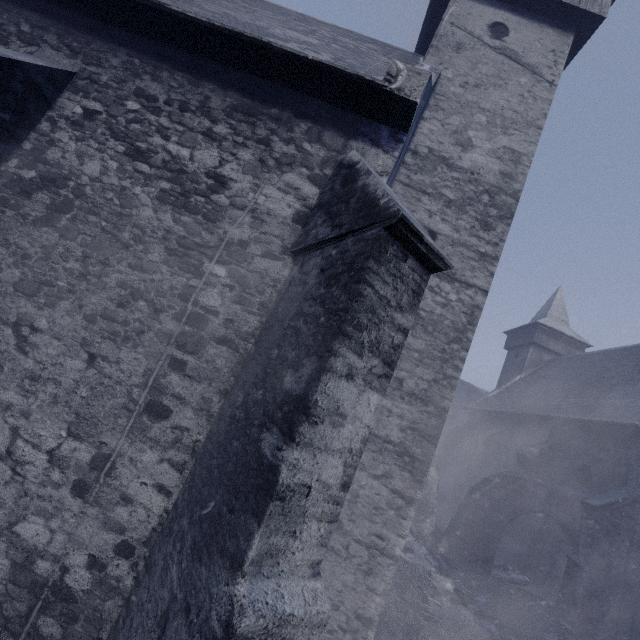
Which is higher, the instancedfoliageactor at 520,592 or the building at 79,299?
the building at 79,299

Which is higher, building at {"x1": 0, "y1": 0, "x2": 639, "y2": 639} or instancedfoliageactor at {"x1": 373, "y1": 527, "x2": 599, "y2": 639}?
building at {"x1": 0, "y1": 0, "x2": 639, "y2": 639}

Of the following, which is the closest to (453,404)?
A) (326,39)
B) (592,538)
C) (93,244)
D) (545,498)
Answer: (545,498)

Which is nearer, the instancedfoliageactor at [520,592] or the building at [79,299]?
the building at [79,299]

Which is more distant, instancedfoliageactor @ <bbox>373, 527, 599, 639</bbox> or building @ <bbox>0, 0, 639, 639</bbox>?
instancedfoliageactor @ <bbox>373, 527, 599, 639</bbox>
